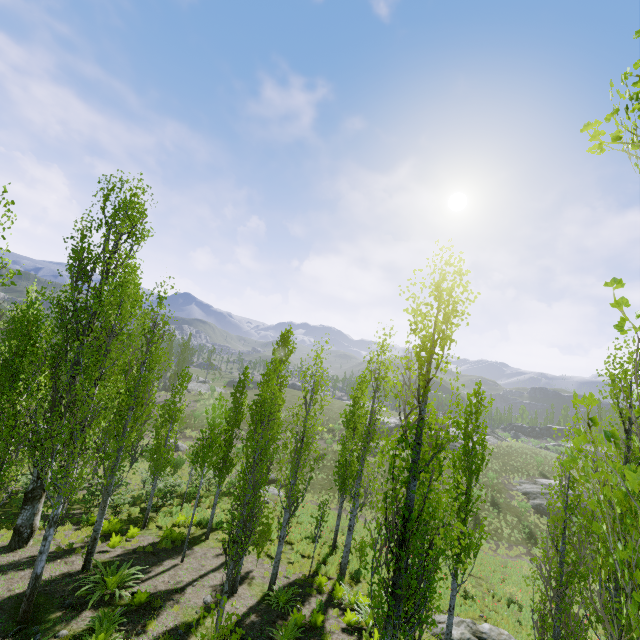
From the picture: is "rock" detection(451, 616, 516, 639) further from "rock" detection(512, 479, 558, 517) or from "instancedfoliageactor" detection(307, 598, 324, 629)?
"rock" detection(512, 479, 558, 517)

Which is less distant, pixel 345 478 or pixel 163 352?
pixel 163 352

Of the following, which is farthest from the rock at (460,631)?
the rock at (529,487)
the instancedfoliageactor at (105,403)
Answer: the rock at (529,487)

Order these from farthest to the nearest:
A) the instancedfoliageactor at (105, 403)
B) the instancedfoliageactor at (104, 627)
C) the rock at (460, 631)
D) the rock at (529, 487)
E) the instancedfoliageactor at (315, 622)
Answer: the rock at (529, 487) → the rock at (460, 631) → the instancedfoliageactor at (315, 622) → the instancedfoliageactor at (104, 627) → the instancedfoliageactor at (105, 403)

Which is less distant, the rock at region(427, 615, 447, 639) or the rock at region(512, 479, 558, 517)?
the rock at region(427, 615, 447, 639)

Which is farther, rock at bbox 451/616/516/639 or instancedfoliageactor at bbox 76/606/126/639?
rock at bbox 451/616/516/639

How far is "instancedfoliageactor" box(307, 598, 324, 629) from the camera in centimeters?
1070cm
